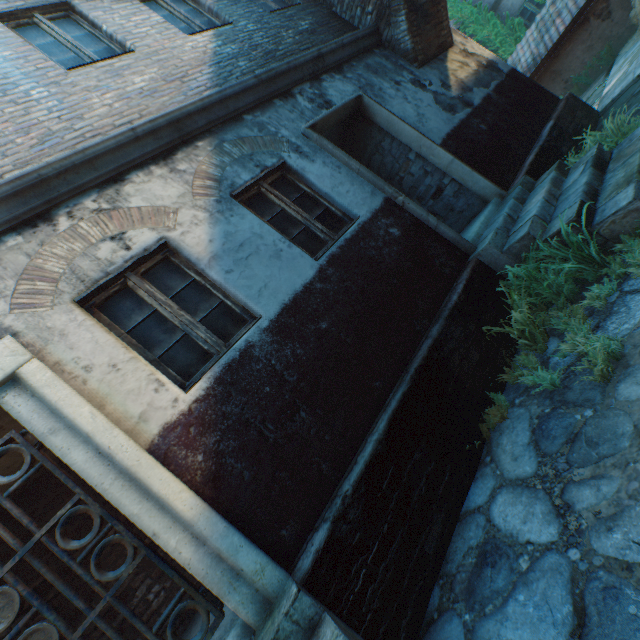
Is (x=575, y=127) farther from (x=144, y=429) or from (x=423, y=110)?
(x=144, y=429)

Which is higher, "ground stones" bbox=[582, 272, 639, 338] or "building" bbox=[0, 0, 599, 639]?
"building" bbox=[0, 0, 599, 639]

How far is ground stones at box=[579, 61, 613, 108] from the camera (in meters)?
9.32

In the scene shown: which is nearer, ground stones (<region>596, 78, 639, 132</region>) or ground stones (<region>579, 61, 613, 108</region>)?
ground stones (<region>596, 78, 639, 132</region>)

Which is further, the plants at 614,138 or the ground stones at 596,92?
the ground stones at 596,92

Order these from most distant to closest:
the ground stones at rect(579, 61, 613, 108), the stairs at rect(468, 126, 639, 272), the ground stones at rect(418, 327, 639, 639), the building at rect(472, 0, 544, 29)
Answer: the building at rect(472, 0, 544, 29) < the ground stones at rect(579, 61, 613, 108) < the stairs at rect(468, 126, 639, 272) < the ground stones at rect(418, 327, 639, 639)

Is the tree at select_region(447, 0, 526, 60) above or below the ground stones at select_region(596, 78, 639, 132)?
above

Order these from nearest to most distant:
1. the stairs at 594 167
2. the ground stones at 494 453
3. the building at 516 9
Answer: the ground stones at 494 453 → the stairs at 594 167 → the building at 516 9
